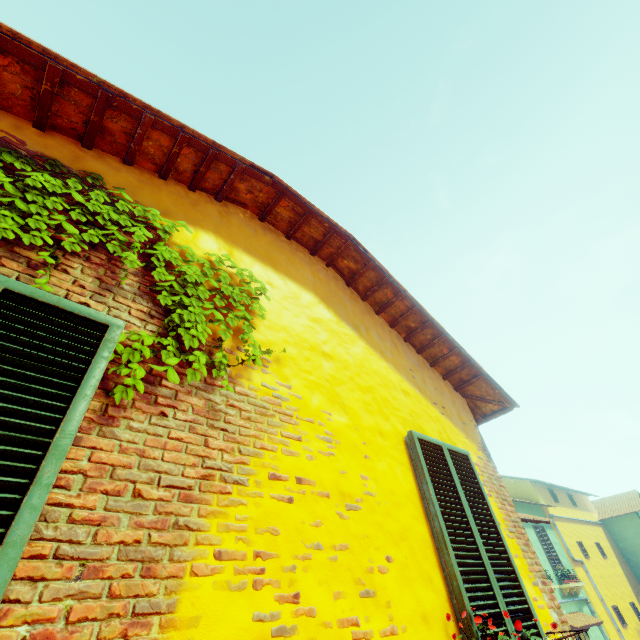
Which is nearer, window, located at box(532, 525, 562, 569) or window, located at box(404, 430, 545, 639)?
window, located at box(404, 430, 545, 639)

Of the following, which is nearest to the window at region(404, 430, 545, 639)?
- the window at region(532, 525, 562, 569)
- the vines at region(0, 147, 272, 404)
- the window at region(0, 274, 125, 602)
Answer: the window at region(0, 274, 125, 602)

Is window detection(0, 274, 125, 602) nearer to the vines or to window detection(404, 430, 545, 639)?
the vines

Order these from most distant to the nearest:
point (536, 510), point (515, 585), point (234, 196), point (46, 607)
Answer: point (536, 510), point (234, 196), point (515, 585), point (46, 607)

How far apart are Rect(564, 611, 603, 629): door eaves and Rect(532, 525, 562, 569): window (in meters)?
1.39

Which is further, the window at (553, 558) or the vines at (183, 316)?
the window at (553, 558)

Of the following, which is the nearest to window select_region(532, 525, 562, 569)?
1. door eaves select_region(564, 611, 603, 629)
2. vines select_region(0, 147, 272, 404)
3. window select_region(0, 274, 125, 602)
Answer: door eaves select_region(564, 611, 603, 629)

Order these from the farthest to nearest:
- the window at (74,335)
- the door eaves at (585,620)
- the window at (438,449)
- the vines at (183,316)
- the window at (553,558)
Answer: the window at (553,558), the door eaves at (585,620), the window at (438,449), the vines at (183,316), the window at (74,335)
